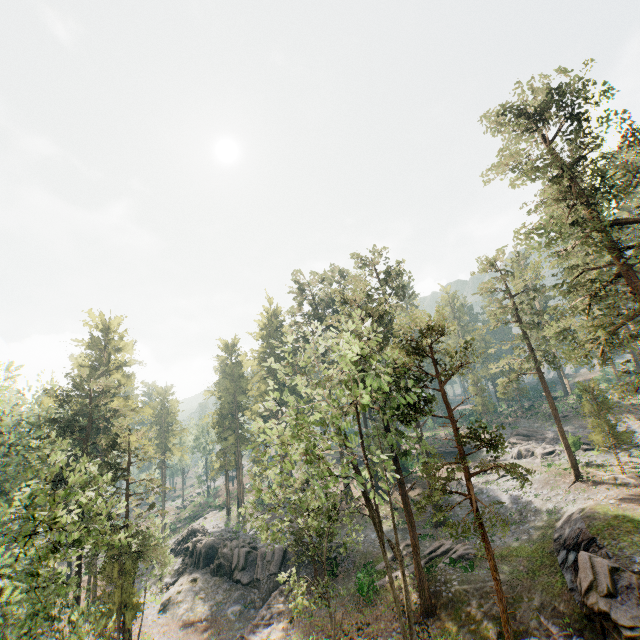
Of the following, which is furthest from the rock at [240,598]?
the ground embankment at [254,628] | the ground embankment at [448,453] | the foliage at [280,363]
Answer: the ground embankment at [448,453]

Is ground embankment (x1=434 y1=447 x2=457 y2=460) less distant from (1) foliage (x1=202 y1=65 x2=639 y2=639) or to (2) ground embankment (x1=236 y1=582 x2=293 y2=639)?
(1) foliage (x1=202 y1=65 x2=639 y2=639)

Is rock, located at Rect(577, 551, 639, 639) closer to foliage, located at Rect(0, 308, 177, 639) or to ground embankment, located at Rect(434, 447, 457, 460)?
foliage, located at Rect(0, 308, 177, 639)

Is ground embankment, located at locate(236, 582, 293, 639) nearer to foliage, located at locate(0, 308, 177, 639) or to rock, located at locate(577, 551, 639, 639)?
foliage, located at locate(0, 308, 177, 639)

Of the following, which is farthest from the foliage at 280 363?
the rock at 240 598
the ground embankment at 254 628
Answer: the rock at 240 598

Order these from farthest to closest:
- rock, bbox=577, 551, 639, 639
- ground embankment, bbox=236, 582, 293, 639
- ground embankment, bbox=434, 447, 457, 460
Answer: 1. ground embankment, bbox=434, 447, 457, 460
2. ground embankment, bbox=236, 582, 293, 639
3. rock, bbox=577, 551, 639, 639

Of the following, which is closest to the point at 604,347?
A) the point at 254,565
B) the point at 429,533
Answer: the point at 429,533

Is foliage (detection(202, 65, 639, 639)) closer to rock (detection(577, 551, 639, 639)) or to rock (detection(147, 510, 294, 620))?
rock (detection(577, 551, 639, 639))
